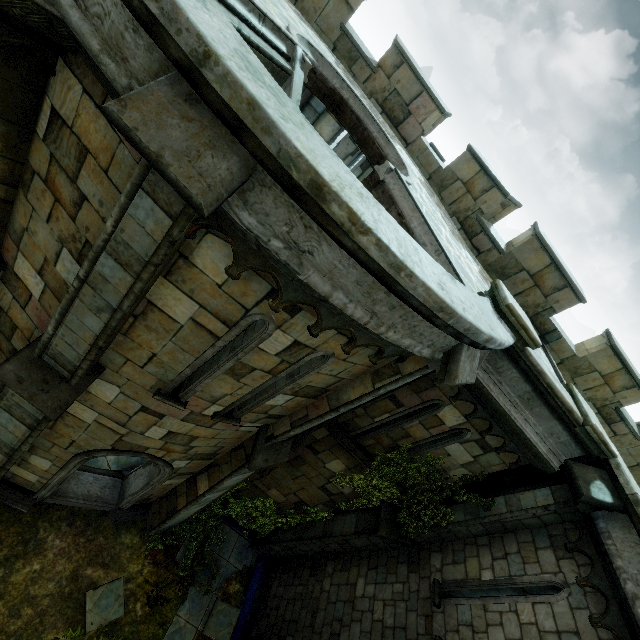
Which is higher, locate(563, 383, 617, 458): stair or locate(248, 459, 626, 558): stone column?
locate(563, 383, 617, 458): stair

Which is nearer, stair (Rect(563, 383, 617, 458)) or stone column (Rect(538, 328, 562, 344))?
stair (Rect(563, 383, 617, 458))

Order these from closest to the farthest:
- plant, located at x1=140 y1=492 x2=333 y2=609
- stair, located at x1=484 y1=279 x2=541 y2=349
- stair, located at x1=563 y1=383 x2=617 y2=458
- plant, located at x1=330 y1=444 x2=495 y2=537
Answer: stair, located at x1=484 y1=279 x2=541 y2=349, stair, located at x1=563 y1=383 x2=617 y2=458, plant, located at x1=330 y1=444 x2=495 y2=537, plant, located at x1=140 y1=492 x2=333 y2=609

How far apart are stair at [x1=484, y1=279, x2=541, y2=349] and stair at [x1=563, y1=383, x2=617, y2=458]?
2.0m

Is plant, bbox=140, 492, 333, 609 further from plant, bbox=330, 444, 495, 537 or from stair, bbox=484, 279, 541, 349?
stair, bbox=484, 279, 541, 349

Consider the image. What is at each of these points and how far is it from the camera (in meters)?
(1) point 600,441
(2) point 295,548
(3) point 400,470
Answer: (1) stair, 5.85
(2) stone column, 9.86
(3) plant, 7.85

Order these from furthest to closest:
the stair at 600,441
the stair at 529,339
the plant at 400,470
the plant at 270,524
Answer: the plant at 270,524 → the plant at 400,470 → the stair at 600,441 → the stair at 529,339

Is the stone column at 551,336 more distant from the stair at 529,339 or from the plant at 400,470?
the plant at 400,470
